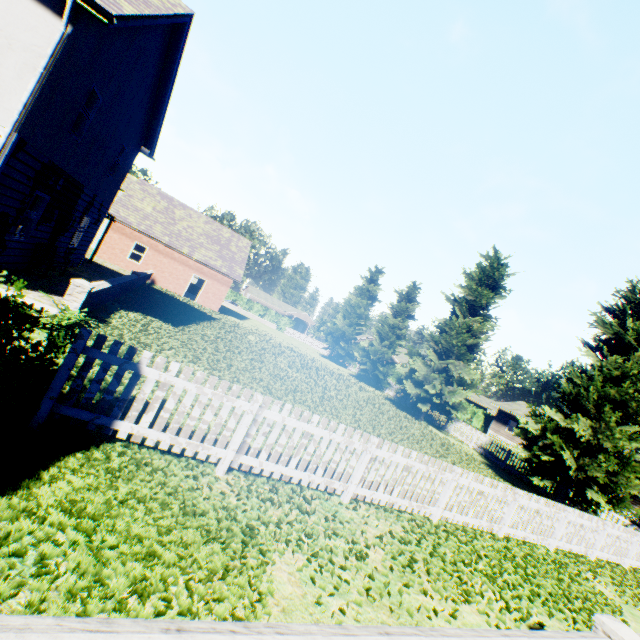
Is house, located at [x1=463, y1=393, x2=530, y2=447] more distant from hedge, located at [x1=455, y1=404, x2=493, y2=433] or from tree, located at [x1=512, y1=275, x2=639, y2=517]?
tree, located at [x1=512, y1=275, x2=639, y2=517]

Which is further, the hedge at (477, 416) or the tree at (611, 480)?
the hedge at (477, 416)

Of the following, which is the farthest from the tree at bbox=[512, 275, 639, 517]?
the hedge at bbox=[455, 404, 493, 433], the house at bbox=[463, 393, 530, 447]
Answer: the house at bbox=[463, 393, 530, 447]

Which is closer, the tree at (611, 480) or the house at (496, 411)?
the tree at (611, 480)

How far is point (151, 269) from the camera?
26.3 meters

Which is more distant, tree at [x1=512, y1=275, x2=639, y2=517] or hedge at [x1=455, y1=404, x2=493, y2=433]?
hedge at [x1=455, y1=404, x2=493, y2=433]

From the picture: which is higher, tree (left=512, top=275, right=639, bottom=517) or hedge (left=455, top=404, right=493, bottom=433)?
tree (left=512, top=275, right=639, bottom=517)

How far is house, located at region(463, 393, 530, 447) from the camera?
40.6 meters
